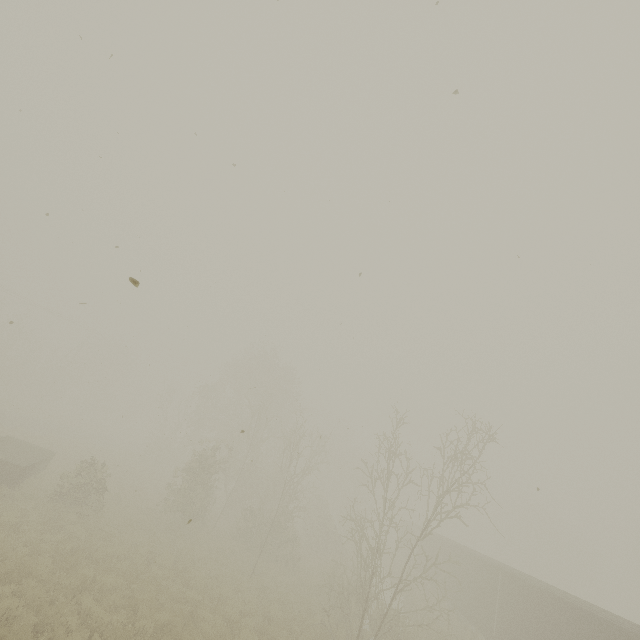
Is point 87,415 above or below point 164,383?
below

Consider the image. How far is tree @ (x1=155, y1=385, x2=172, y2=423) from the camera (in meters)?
39.24

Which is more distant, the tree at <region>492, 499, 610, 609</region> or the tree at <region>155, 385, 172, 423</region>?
the tree at <region>492, 499, 610, 609</region>

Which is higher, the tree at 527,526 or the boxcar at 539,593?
the tree at 527,526

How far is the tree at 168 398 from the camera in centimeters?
3924cm

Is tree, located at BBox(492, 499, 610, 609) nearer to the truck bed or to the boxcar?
the boxcar

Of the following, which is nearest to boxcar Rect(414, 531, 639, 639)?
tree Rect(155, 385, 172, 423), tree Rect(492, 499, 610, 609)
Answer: tree Rect(492, 499, 610, 609)

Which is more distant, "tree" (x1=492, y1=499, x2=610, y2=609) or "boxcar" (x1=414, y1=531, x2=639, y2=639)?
"tree" (x1=492, y1=499, x2=610, y2=609)
